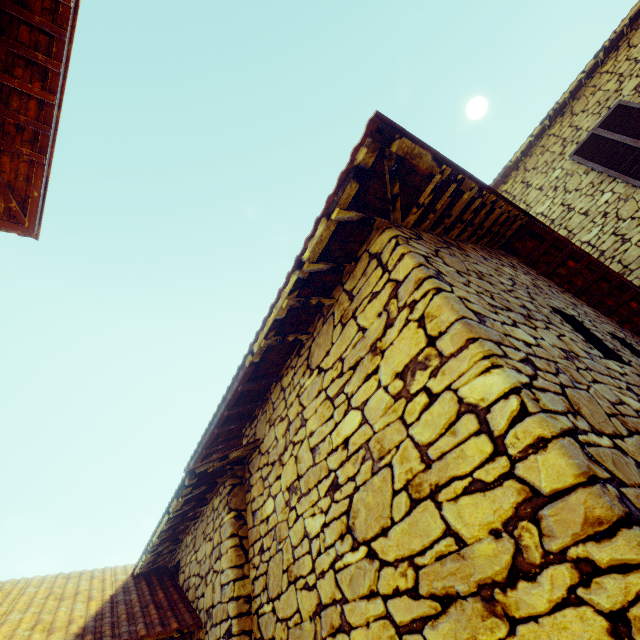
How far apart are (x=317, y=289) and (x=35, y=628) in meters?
4.2 m
